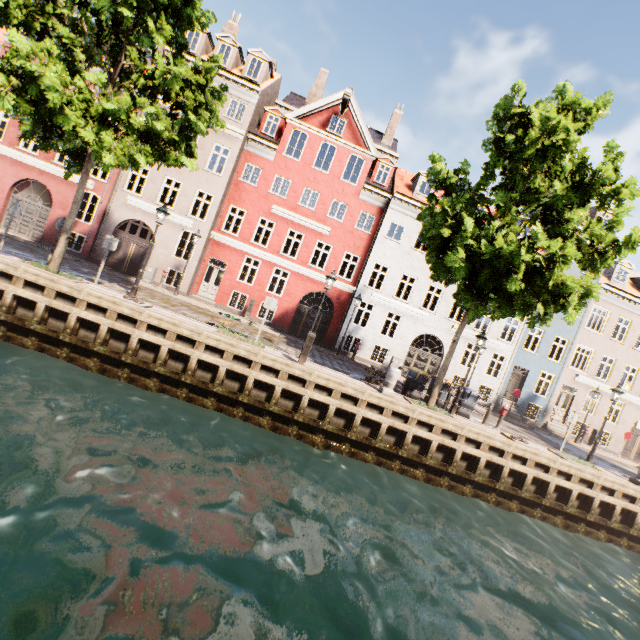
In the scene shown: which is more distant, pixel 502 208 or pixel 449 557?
pixel 502 208

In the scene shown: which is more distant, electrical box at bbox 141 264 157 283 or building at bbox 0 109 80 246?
electrical box at bbox 141 264 157 283

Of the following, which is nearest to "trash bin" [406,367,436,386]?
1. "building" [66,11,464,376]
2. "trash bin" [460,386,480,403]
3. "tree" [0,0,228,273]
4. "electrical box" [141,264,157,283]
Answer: "tree" [0,0,228,273]

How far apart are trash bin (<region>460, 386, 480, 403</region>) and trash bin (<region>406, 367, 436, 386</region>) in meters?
1.7

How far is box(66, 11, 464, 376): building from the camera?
19.59m

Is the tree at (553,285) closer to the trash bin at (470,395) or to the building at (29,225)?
the trash bin at (470,395)

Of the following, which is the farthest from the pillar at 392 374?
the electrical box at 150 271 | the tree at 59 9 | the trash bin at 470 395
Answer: the electrical box at 150 271

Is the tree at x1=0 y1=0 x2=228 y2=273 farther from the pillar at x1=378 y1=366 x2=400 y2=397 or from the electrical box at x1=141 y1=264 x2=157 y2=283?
the electrical box at x1=141 y1=264 x2=157 y2=283
